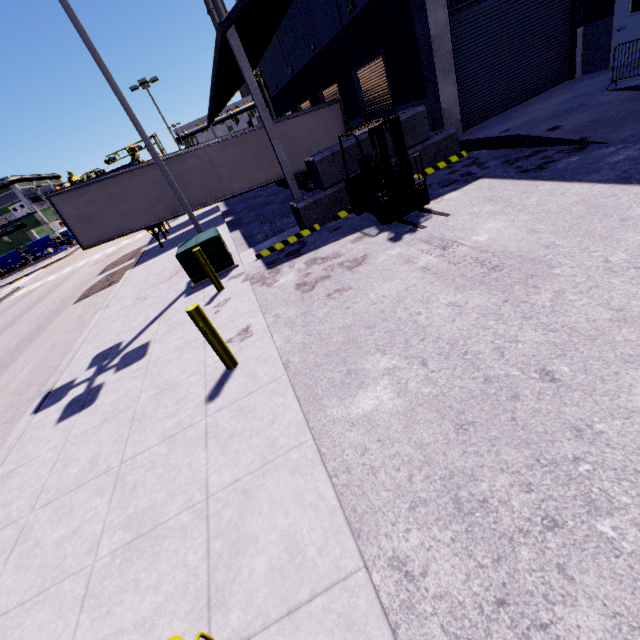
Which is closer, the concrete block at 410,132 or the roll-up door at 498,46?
the concrete block at 410,132

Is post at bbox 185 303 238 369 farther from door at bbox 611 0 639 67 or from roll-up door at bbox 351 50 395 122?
door at bbox 611 0 639 67

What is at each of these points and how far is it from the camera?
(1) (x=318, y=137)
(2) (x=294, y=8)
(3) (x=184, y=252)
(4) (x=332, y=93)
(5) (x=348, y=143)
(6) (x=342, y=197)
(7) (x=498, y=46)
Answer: (1) semi trailer, 17.64m
(2) building, 16.98m
(3) electrical box, 8.93m
(4) roll-up door, 18.20m
(5) concrete block, 9.59m
(6) concrete block, 10.20m
(7) roll-up door, 10.95m

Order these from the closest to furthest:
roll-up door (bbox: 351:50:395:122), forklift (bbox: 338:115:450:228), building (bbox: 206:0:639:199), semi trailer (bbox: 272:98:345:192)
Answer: forklift (bbox: 338:115:450:228)
building (bbox: 206:0:639:199)
roll-up door (bbox: 351:50:395:122)
semi trailer (bbox: 272:98:345:192)

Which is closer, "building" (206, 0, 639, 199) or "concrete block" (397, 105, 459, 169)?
"building" (206, 0, 639, 199)

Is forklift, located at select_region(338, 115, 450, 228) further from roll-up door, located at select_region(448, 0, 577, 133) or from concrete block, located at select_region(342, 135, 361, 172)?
roll-up door, located at select_region(448, 0, 577, 133)

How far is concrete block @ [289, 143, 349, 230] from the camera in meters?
9.6

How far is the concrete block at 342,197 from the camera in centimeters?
961cm
